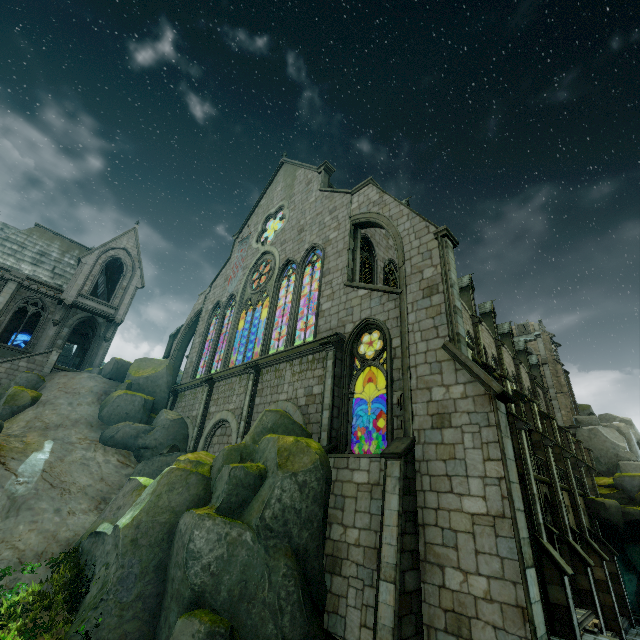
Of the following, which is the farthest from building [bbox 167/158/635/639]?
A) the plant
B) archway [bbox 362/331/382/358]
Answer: the plant

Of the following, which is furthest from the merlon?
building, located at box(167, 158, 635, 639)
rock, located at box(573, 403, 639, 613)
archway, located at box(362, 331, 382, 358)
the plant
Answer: the plant

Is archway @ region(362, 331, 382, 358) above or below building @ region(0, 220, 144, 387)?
below

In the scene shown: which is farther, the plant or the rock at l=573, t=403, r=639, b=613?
the rock at l=573, t=403, r=639, b=613

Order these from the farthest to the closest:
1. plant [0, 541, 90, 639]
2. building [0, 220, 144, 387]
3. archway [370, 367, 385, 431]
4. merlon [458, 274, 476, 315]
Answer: merlon [458, 274, 476, 315]
building [0, 220, 144, 387]
archway [370, 367, 385, 431]
plant [0, 541, 90, 639]

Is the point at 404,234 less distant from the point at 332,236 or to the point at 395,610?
the point at 332,236

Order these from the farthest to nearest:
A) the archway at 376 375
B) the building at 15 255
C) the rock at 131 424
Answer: the building at 15 255, the archway at 376 375, the rock at 131 424

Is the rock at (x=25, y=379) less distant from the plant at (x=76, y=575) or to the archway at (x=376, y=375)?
the plant at (x=76, y=575)
